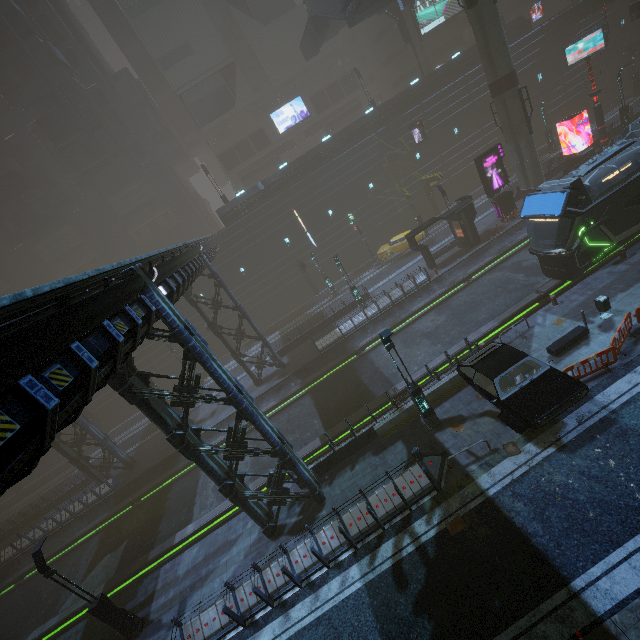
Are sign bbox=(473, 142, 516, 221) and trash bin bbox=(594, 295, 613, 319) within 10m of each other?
no

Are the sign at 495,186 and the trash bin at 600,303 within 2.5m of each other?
no

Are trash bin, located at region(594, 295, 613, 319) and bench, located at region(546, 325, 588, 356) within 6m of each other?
yes

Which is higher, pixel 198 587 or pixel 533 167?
pixel 533 167

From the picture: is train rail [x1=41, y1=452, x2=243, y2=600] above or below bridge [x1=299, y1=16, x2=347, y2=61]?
below

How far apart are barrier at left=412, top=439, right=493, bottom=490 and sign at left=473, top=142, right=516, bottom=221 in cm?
2231

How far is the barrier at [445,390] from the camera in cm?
1488

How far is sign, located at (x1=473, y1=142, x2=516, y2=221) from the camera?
25.65m
